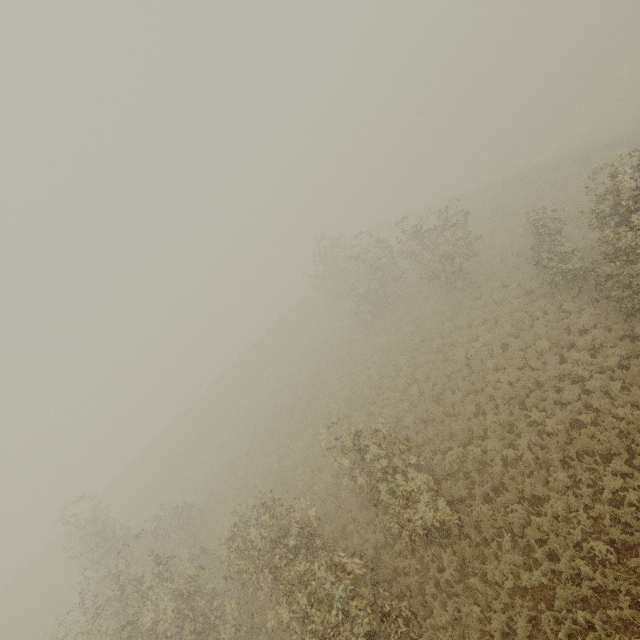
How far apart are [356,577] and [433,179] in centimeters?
4875cm
